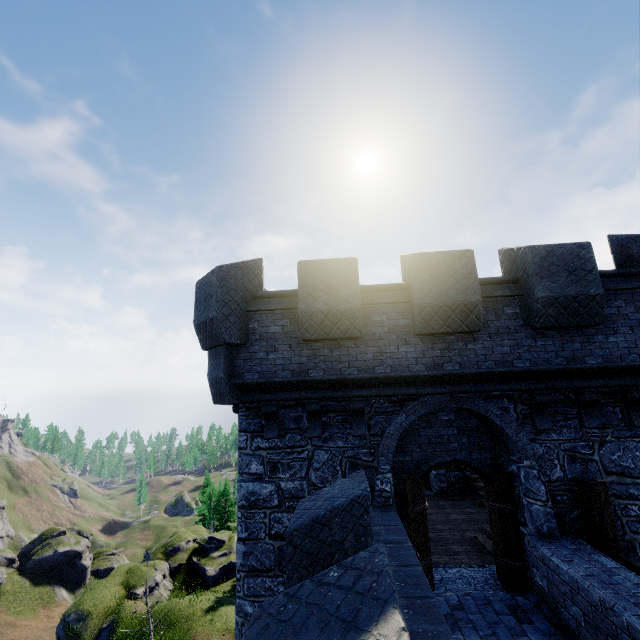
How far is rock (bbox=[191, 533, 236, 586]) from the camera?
27.6m

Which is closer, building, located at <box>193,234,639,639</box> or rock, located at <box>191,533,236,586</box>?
building, located at <box>193,234,639,639</box>

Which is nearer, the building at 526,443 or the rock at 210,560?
the building at 526,443

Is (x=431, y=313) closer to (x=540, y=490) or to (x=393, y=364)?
(x=393, y=364)

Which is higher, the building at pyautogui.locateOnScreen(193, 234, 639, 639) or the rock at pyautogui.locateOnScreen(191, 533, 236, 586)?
the building at pyautogui.locateOnScreen(193, 234, 639, 639)

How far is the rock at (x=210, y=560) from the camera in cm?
2764
